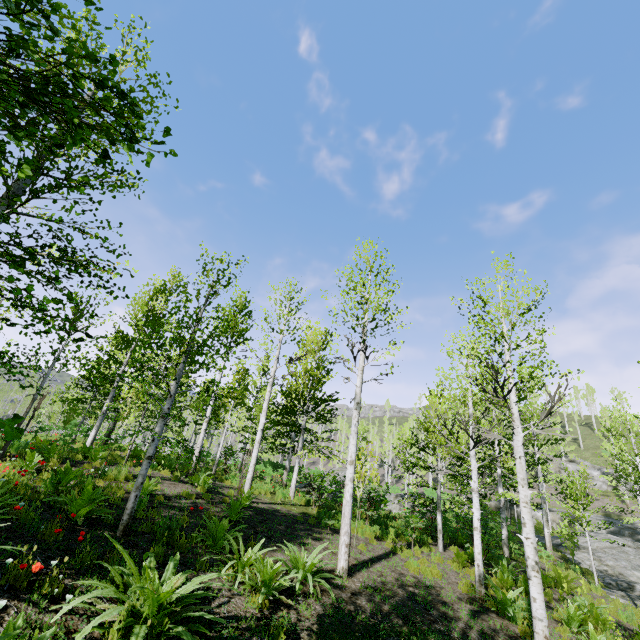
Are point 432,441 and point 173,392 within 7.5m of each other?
no

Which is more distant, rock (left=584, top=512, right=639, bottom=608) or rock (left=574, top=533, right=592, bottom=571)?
rock (left=574, top=533, right=592, bottom=571)

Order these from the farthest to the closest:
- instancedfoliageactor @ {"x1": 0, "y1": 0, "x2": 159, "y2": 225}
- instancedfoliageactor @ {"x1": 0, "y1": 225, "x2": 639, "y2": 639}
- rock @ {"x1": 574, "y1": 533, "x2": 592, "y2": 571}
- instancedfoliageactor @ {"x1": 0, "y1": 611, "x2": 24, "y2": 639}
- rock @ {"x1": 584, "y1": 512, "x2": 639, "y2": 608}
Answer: rock @ {"x1": 574, "y1": 533, "x2": 592, "y2": 571} → rock @ {"x1": 584, "y1": 512, "x2": 639, "y2": 608} → instancedfoliageactor @ {"x1": 0, "y1": 225, "x2": 639, "y2": 639} → instancedfoliageactor @ {"x1": 0, "y1": 611, "x2": 24, "y2": 639} → instancedfoliageactor @ {"x1": 0, "y1": 0, "x2": 159, "y2": 225}

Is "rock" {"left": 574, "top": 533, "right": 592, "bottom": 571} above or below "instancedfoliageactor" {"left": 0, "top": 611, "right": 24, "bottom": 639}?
below

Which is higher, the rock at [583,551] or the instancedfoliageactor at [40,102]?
the instancedfoliageactor at [40,102]

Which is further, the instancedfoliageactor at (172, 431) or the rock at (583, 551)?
the rock at (583, 551)

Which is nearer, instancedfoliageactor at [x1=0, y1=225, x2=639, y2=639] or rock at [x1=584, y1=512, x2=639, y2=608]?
instancedfoliageactor at [x1=0, y1=225, x2=639, y2=639]
